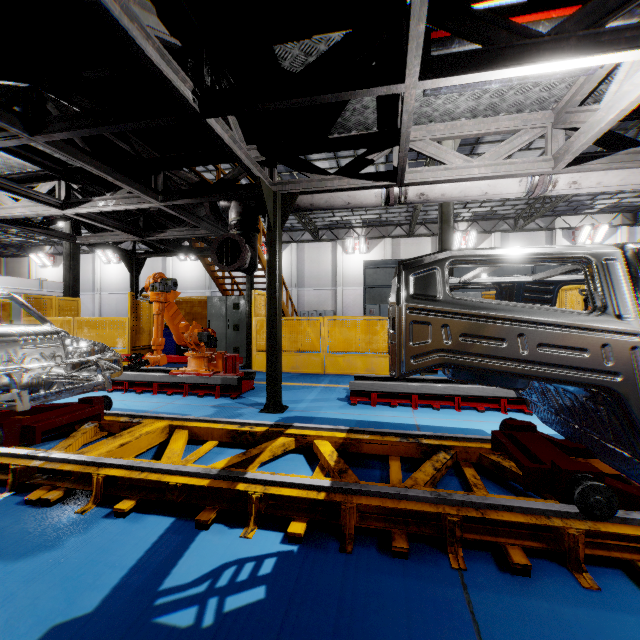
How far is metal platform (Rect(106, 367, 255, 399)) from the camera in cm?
581

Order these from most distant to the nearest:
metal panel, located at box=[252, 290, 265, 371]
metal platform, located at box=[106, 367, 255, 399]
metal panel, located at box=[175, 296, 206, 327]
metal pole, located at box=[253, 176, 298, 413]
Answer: metal panel, located at box=[175, 296, 206, 327] → metal panel, located at box=[252, 290, 265, 371] → metal platform, located at box=[106, 367, 255, 399] → metal pole, located at box=[253, 176, 298, 413]

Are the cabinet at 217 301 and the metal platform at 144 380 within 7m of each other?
yes

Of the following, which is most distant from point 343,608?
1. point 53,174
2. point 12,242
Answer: Answer: point 12,242

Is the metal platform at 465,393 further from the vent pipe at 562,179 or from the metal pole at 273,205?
the vent pipe at 562,179

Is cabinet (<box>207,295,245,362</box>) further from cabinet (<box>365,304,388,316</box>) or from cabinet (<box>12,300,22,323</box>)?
cabinet (<box>365,304,388,316</box>)

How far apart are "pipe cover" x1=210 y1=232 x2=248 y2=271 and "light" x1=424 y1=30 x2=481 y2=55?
3.02m

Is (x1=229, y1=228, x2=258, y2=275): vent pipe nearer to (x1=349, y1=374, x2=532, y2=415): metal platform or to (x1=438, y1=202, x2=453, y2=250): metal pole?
(x1=349, y1=374, x2=532, y2=415): metal platform
